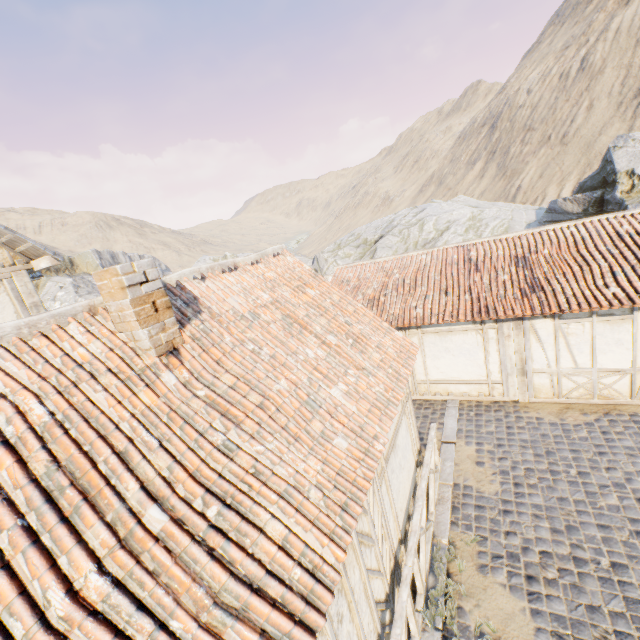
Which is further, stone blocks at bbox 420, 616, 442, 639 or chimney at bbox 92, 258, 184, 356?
stone blocks at bbox 420, 616, 442, 639

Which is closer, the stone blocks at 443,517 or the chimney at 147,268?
the chimney at 147,268

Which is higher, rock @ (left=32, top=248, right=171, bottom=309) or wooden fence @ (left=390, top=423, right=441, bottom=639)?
rock @ (left=32, top=248, right=171, bottom=309)

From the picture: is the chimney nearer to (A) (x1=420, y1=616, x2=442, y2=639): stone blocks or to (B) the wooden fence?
(B) the wooden fence

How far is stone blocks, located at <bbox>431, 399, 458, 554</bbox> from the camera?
6.25m

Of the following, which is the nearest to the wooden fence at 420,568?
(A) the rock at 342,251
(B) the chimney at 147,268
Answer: (B) the chimney at 147,268

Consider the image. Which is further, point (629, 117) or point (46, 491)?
point (629, 117)

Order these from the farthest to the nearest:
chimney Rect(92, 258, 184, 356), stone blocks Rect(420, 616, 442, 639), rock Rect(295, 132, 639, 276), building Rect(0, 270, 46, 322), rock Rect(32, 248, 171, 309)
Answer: rock Rect(32, 248, 171, 309)
rock Rect(295, 132, 639, 276)
building Rect(0, 270, 46, 322)
stone blocks Rect(420, 616, 442, 639)
chimney Rect(92, 258, 184, 356)
